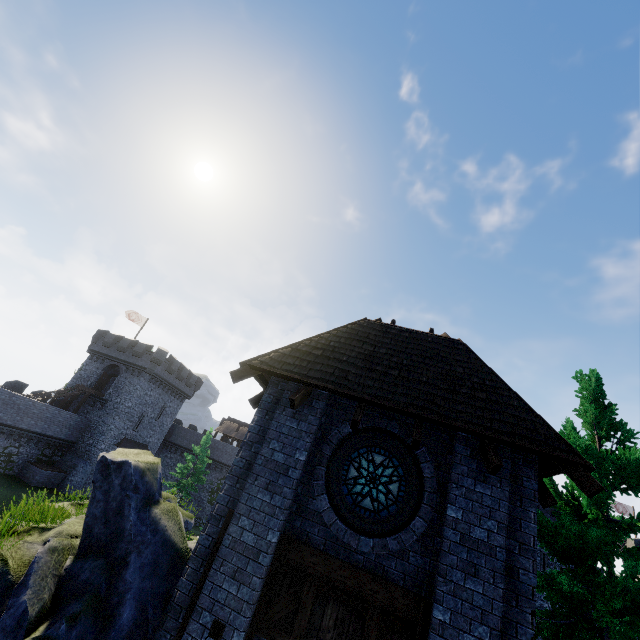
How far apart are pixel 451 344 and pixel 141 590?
8.90m

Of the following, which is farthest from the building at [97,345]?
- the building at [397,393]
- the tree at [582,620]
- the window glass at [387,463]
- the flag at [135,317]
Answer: the tree at [582,620]

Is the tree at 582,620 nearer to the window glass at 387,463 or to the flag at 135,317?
the window glass at 387,463

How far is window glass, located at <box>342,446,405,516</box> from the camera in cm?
657

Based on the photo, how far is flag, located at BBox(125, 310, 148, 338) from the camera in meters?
42.7

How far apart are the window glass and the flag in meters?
44.0 m

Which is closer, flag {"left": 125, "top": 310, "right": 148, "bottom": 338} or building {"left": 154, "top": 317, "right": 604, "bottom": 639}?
building {"left": 154, "top": 317, "right": 604, "bottom": 639}

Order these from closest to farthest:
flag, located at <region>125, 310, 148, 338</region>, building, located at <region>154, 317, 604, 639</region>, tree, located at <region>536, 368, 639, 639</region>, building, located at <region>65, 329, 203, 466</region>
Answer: building, located at <region>154, 317, 604, 639</region> < tree, located at <region>536, 368, 639, 639</region> < building, located at <region>65, 329, 203, 466</region> < flag, located at <region>125, 310, 148, 338</region>
